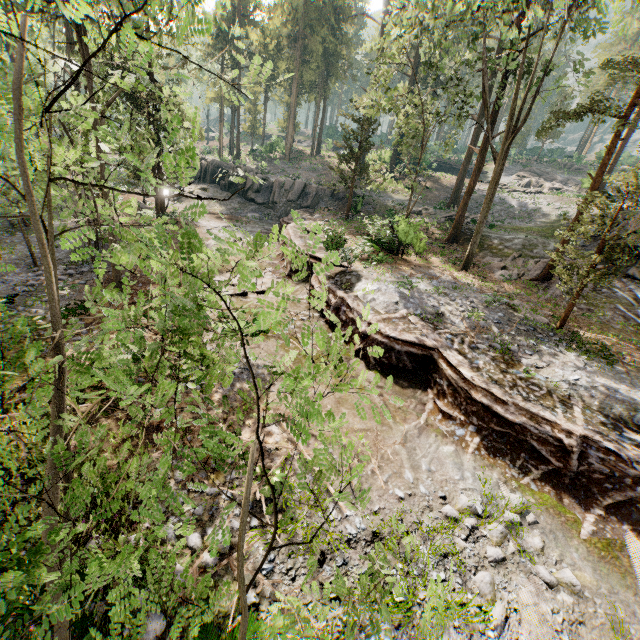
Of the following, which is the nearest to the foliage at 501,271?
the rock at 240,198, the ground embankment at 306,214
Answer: the ground embankment at 306,214

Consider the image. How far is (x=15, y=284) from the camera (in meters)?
14.27

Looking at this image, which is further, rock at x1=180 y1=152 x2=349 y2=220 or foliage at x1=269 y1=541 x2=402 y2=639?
rock at x1=180 y1=152 x2=349 y2=220

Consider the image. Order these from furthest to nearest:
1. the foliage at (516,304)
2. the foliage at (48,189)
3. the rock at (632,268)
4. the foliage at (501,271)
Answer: the foliage at (501,271) < the rock at (632,268) < the foliage at (516,304) < the foliage at (48,189)

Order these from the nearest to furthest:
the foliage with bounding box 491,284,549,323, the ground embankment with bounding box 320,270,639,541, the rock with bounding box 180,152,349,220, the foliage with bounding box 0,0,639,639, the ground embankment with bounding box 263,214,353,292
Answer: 1. the foliage with bounding box 0,0,639,639
2. the ground embankment with bounding box 320,270,639,541
3. the foliage with bounding box 491,284,549,323
4. the ground embankment with bounding box 263,214,353,292
5. the rock with bounding box 180,152,349,220

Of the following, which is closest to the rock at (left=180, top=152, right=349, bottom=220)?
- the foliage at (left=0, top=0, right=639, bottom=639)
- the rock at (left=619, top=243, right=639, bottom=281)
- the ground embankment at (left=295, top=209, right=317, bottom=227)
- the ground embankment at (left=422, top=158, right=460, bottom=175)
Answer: the ground embankment at (left=295, top=209, right=317, bottom=227)

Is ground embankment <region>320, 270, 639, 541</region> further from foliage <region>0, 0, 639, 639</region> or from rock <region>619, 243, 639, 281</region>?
rock <region>619, 243, 639, 281</region>

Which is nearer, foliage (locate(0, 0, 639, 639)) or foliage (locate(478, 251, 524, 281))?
foliage (locate(0, 0, 639, 639))
